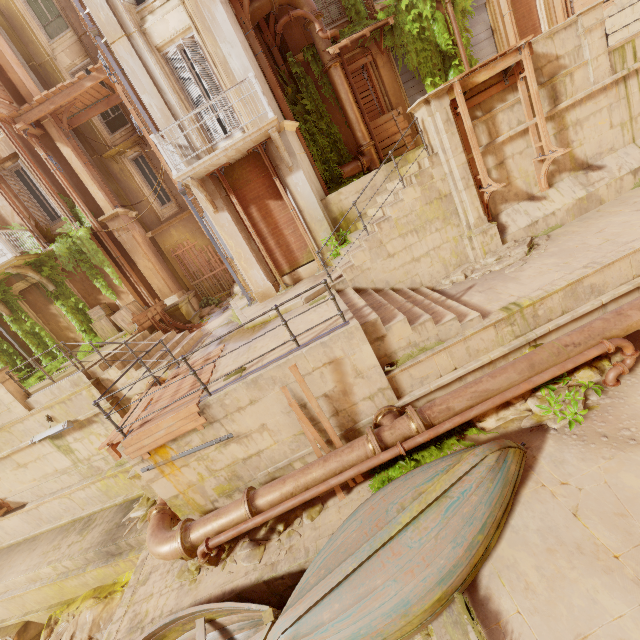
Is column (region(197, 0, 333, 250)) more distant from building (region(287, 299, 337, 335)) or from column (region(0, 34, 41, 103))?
building (region(287, 299, 337, 335))

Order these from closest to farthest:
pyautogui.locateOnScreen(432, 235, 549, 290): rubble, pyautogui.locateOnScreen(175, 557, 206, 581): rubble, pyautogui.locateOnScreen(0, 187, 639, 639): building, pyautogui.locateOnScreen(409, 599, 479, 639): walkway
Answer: pyautogui.locateOnScreen(409, 599, 479, 639): walkway < pyautogui.locateOnScreen(0, 187, 639, 639): building < pyautogui.locateOnScreen(175, 557, 206, 581): rubble < pyautogui.locateOnScreen(432, 235, 549, 290): rubble

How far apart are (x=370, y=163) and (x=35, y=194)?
14.2 meters

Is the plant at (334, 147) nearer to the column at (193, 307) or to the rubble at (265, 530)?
the column at (193, 307)

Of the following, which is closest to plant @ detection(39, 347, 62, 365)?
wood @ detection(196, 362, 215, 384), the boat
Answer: → wood @ detection(196, 362, 215, 384)

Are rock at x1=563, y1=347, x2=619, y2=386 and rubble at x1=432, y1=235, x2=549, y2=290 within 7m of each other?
yes

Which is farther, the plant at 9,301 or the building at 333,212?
the plant at 9,301

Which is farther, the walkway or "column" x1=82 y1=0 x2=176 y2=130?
"column" x1=82 y1=0 x2=176 y2=130
